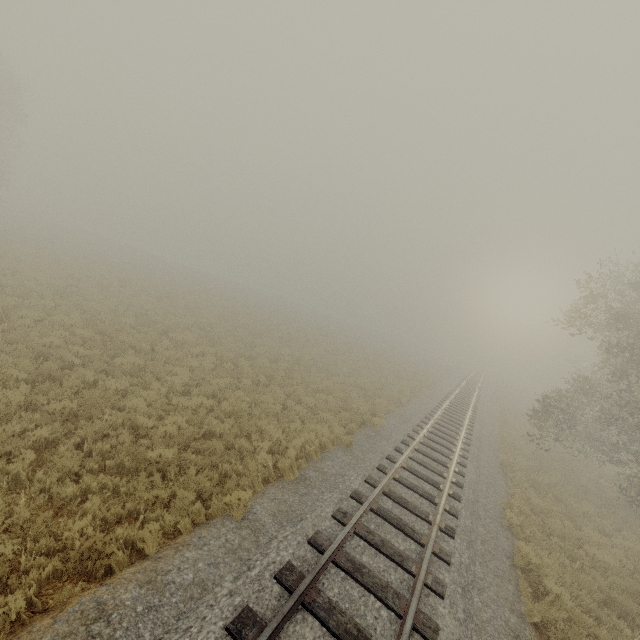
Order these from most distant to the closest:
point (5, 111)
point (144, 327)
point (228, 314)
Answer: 1. point (5, 111)
2. point (228, 314)
3. point (144, 327)
